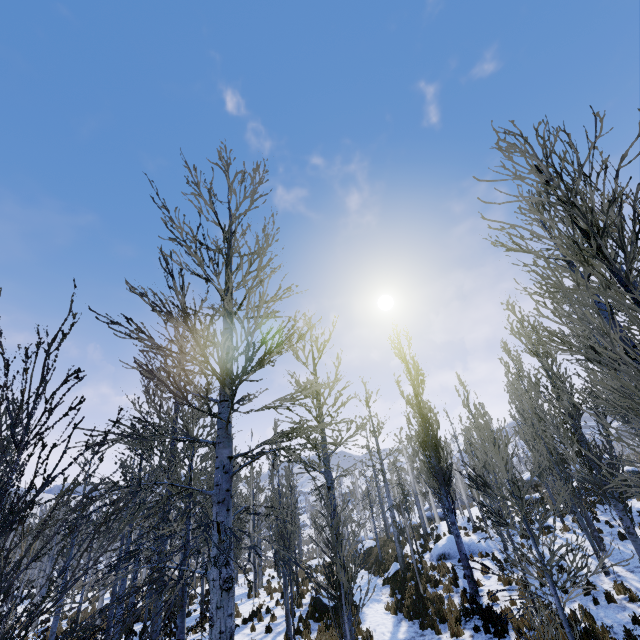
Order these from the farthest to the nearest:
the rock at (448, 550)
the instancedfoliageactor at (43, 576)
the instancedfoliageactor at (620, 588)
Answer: the rock at (448, 550) < the instancedfoliageactor at (620, 588) < the instancedfoliageactor at (43, 576)

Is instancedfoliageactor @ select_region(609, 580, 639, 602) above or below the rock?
below

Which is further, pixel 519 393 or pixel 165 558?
pixel 519 393

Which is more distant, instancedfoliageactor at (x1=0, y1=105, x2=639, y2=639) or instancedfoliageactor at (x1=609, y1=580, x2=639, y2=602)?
instancedfoliageactor at (x1=609, y1=580, x2=639, y2=602)

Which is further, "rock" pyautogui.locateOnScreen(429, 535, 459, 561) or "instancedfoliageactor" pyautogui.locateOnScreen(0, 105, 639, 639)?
"rock" pyautogui.locateOnScreen(429, 535, 459, 561)

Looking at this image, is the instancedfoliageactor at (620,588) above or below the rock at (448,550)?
below

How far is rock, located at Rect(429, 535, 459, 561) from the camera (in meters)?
18.16
